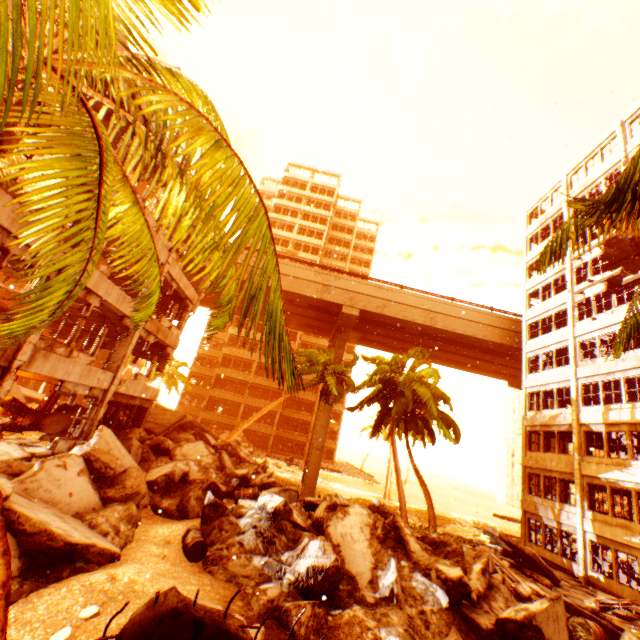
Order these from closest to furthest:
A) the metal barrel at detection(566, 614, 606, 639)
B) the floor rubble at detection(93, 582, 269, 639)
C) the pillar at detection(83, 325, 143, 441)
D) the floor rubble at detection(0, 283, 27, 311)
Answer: the floor rubble at detection(93, 582, 269, 639), the metal barrel at detection(566, 614, 606, 639), the pillar at detection(83, 325, 143, 441), the floor rubble at detection(0, 283, 27, 311)

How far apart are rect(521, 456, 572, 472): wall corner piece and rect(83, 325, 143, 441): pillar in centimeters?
2612cm

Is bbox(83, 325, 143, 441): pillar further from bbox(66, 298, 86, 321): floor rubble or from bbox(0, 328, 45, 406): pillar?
bbox(0, 328, 45, 406): pillar

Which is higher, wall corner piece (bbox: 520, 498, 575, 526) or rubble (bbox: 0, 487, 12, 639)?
wall corner piece (bbox: 520, 498, 575, 526)

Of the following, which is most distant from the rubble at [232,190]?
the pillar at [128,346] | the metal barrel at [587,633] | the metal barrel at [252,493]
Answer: the pillar at [128,346]

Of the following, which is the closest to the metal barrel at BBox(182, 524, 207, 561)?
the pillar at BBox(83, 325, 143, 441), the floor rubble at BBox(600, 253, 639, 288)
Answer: the pillar at BBox(83, 325, 143, 441)

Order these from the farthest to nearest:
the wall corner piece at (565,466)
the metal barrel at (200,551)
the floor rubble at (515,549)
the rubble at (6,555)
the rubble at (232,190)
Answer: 1. the wall corner piece at (565,466)
2. the floor rubble at (515,549)
3. the metal barrel at (200,551)
4. the rubble at (6,555)
5. the rubble at (232,190)

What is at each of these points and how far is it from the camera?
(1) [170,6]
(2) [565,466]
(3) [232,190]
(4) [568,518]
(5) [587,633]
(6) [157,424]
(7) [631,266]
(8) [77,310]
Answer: (1) rubble, 3.4m
(2) wall corner piece, 20.8m
(3) rubble, 3.1m
(4) wall corner piece, 19.7m
(5) metal barrel, 7.4m
(6) floor rubble, 19.9m
(7) floor rubble, 23.7m
(8) floor rubble, 16.6m
